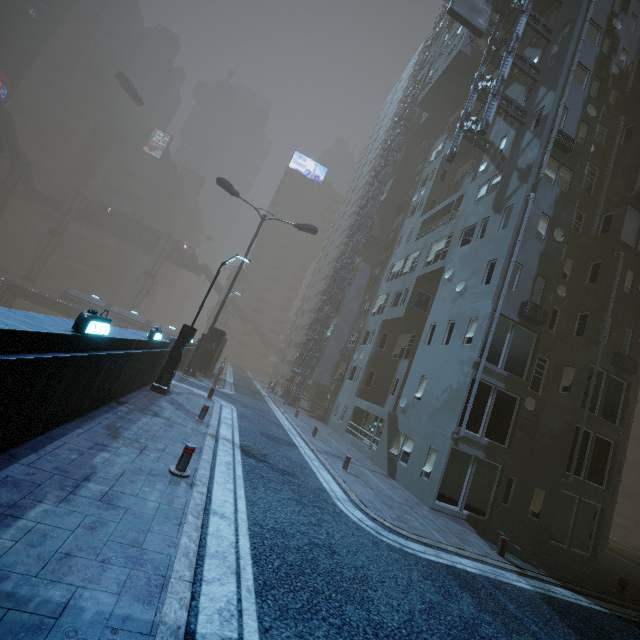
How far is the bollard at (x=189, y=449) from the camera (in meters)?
6.74

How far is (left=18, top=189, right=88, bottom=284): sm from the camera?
54.34m

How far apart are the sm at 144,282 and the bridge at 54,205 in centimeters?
1572cm

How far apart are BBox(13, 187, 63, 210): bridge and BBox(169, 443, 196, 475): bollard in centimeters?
7049cm

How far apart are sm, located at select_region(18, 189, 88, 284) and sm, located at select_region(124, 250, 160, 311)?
12.9 meters

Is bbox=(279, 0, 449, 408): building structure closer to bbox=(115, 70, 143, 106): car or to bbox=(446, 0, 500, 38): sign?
bbox=(446, 0, 500, 38): sign

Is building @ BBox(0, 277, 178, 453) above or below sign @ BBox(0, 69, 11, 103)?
below

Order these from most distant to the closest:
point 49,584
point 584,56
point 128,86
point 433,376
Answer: point 128,86 < point 584,56 < point 433,376 < point 49,584
